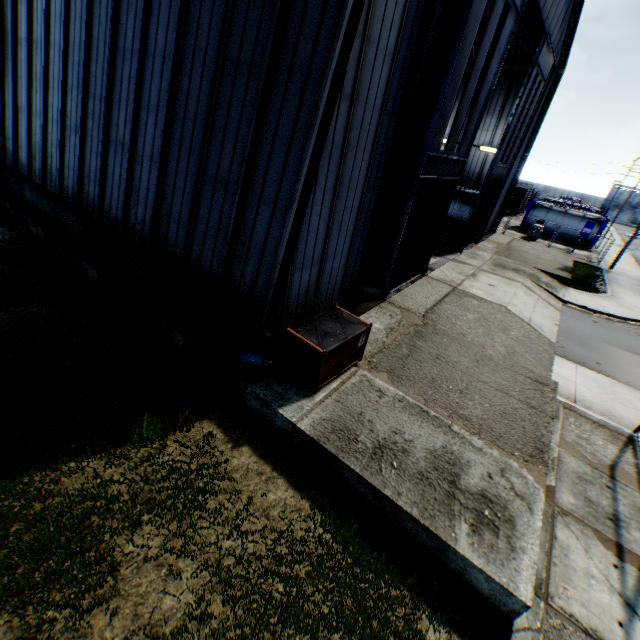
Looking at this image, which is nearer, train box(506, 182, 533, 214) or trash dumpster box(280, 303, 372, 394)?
trash dumpster box(280, 303, 372, 394)

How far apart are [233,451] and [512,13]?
15.5m

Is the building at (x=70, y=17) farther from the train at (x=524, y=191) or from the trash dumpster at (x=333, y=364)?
the train at (x=524, y=191)

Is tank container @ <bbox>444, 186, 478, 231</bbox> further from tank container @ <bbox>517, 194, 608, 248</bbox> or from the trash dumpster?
the trash dumpster

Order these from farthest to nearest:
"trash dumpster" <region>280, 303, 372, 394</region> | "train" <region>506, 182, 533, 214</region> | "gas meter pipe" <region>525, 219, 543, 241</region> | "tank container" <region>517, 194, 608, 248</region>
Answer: "train" <region>506, 182, 533, 214</region> → "tank container" <region>517, 194, 608, 248</region> → "gas meter pipe" <region>525, 219, 543, 241</region> → "trash dumpster" <region>280, 303, 372, 394</region>

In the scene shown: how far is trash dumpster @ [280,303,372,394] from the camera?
7.06m

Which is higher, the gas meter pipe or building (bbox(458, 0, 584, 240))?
building (bbox(458, 0, 584, 240))

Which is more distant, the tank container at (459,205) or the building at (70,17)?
the tank container at (459,205)
